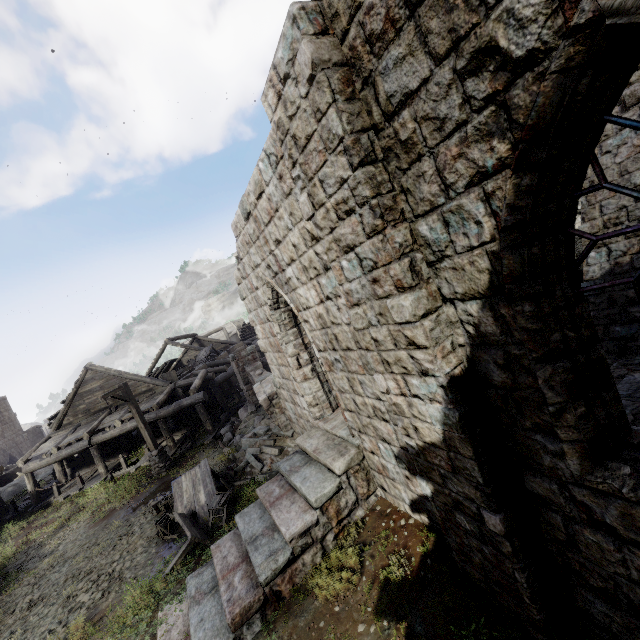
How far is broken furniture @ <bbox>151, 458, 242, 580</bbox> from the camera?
8.75m

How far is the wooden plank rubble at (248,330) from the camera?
46.2m

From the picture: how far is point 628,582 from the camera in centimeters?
292cm

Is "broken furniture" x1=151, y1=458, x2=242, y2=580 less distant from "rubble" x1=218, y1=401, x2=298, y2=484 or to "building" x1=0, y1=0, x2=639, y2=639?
"rubble" x1=218, y1=401, x2=298, y2=484

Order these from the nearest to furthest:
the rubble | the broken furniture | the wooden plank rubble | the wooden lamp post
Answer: the broken furniture → the rubble → the wooden lamp post → the wooden plank rubble

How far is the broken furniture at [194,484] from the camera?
8.8m

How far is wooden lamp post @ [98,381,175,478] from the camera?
14.8 meters

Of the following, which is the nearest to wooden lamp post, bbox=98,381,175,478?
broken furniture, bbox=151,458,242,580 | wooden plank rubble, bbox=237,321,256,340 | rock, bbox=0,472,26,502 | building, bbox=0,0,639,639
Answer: building, bbox=0,0,639,639
